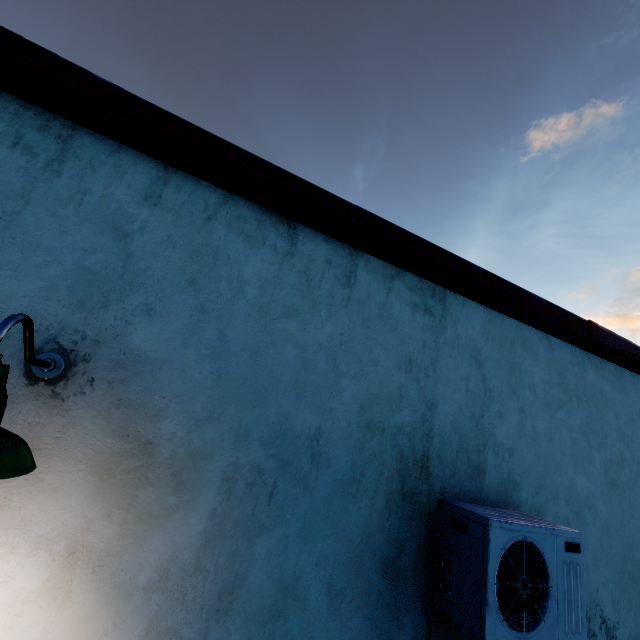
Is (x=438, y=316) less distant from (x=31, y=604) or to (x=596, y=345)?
(x=596, y=345)

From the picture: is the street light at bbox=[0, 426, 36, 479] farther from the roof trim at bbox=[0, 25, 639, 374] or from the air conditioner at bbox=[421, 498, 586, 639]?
the air conditioner at bbox=[421, 498, 586, 639]

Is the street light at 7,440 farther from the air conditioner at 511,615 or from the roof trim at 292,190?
the air conditioner at 511,615

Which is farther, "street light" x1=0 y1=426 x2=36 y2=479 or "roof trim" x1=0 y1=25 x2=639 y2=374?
"roof trim" x1=0 y1=25 x2=639 y2=374

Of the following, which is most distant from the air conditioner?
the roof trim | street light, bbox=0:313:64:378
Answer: street light, bbox=0:313:64:378

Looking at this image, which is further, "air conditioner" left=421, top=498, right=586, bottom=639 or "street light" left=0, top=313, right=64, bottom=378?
"air conditioner" left=421, top=498, right=586, bottom=639
